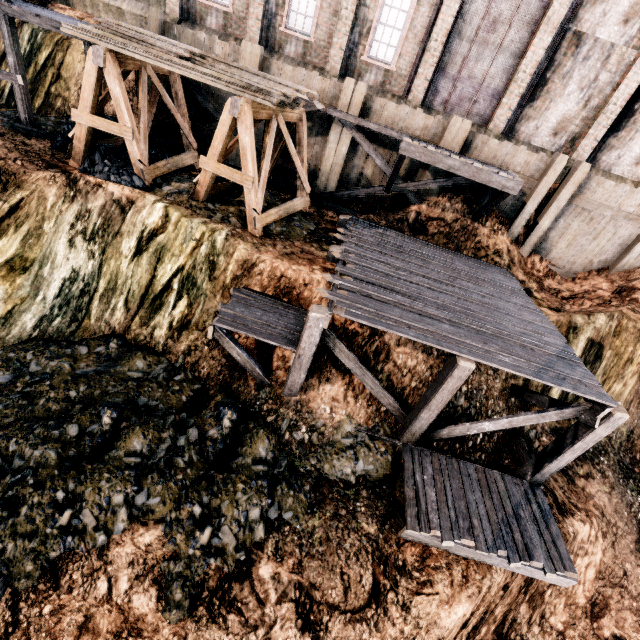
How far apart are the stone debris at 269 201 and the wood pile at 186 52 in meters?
3.5

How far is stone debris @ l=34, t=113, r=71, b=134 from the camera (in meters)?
13.99

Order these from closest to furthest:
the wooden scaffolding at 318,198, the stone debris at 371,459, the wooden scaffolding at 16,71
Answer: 1. the stone debris at 371,459
2. the wooden scaffolding at 16,71
3. the wooden scaffolding at 318,198

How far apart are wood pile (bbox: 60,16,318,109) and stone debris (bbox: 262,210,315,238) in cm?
350

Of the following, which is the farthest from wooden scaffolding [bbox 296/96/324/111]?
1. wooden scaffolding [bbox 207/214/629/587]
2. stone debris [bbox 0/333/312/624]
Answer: stone debris [bbox 0/333/312/624]

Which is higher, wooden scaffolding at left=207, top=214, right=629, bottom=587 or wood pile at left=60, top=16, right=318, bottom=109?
wood pile at left=60, top=16, right=318, bottom=109

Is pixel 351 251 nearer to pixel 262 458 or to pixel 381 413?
pixel 381 413

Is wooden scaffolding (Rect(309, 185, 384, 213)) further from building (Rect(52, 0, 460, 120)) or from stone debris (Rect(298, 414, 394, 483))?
stone debris (Rect(298, 414, 394, 483))
